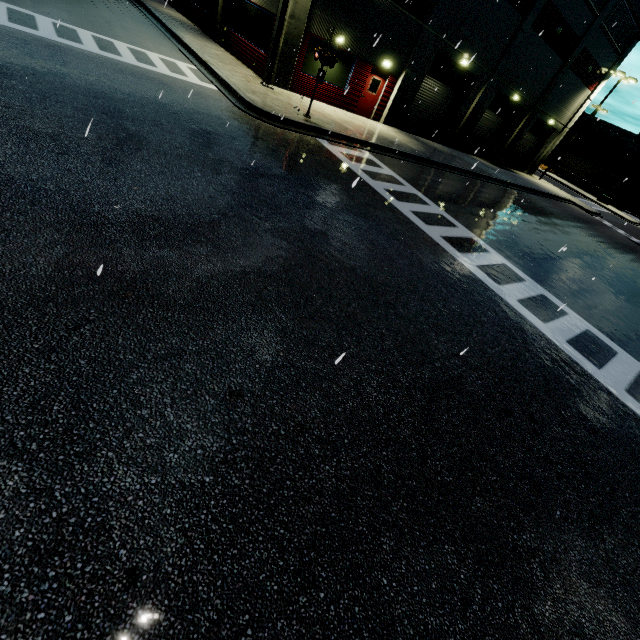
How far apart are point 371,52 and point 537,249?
13.6m

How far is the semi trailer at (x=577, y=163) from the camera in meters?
54.1

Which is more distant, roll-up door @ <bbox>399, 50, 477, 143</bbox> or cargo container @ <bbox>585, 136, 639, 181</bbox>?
cargo container @ <bbox>585, 136, 639, 181</bbox>

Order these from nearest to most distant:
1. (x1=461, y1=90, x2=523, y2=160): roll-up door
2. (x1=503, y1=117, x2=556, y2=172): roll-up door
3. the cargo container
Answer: (x1=461, y1=90, x2=523, y2=160): roll-up door, (x1=503, y1=117, x2=556, y2=172): roll-up door, the cargo container

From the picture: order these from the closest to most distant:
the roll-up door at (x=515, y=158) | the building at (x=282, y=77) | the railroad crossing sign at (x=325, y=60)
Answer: the railroad crossing sign at (x=325, y=60) < the building at (x=282, y=77) < the roll-up door at (x=515, y=158)

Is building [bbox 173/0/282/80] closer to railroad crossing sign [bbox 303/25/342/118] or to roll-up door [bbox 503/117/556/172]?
roll-up door [bbox 503/117/556/172]

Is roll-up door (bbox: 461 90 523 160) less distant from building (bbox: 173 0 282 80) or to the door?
building (bbox: 173 0 282 80)
